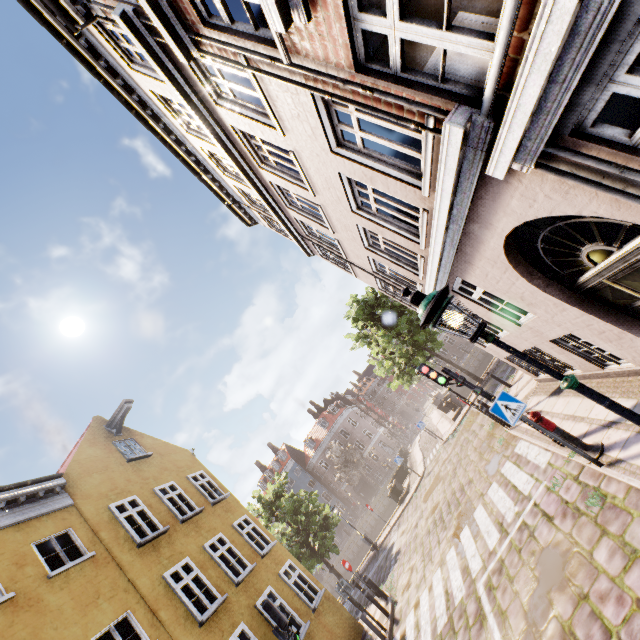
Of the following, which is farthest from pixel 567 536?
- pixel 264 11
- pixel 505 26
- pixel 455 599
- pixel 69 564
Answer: pixel 69 564

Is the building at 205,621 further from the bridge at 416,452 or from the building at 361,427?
the building at 361,427

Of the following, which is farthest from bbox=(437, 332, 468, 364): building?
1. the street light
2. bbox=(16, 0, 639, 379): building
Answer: the street light

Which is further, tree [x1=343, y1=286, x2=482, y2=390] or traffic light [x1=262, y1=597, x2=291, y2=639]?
tree [x1=343, y1=286, x2=482, y2=390]

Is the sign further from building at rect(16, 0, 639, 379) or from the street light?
the street light

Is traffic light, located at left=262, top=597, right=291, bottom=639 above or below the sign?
above

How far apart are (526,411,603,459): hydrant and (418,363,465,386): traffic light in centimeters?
164cm

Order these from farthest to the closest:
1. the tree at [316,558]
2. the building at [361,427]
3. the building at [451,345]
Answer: → the building at [451,345], the building at [361,427], the tree at [316,558]
